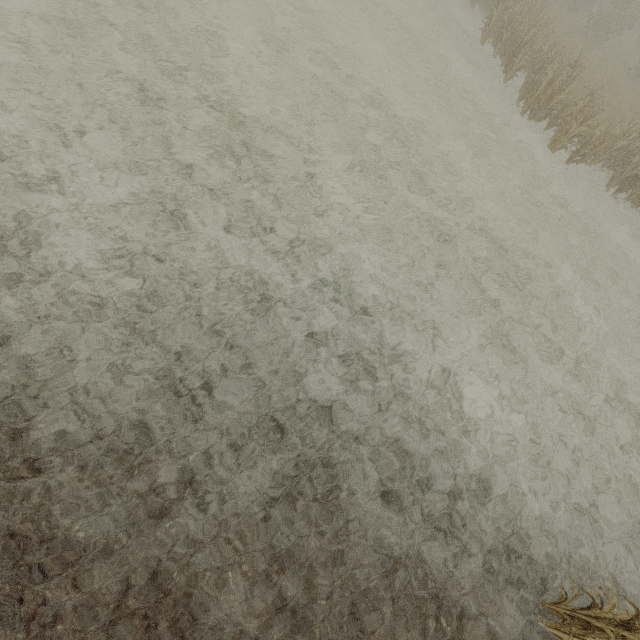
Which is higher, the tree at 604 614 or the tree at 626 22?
the tree at 626 22

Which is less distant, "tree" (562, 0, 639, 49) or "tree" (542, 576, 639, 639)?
"tree" (542, 576, 639, 639)

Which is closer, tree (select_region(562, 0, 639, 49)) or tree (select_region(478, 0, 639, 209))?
tree (select_region(478, 0, 639, 209))

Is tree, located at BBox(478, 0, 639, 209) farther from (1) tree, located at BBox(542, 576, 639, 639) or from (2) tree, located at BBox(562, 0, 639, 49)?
(1) tree, located at BBox(542, 576, 639, 639)

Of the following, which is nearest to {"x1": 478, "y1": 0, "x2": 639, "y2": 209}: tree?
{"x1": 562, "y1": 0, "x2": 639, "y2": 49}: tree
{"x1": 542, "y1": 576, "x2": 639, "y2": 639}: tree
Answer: {"x1": 562, "y1": 0, "x2": 639, "y2": 49}: tree

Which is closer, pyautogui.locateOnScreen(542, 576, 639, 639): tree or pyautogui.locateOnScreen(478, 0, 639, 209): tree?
pyautogui.locateOnScreen(542, 576, 639, 639): tree

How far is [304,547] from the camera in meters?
4.0 m

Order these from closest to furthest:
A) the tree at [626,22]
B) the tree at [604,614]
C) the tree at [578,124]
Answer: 1. the tree at [604,614]
2. the tree at [578,124]
3. the tree at [626,22]
